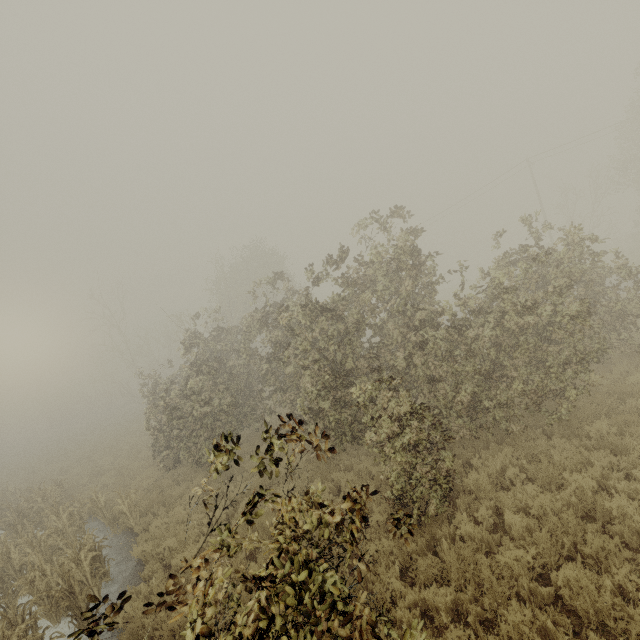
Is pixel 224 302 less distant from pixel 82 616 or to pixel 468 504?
pixel 468 504
